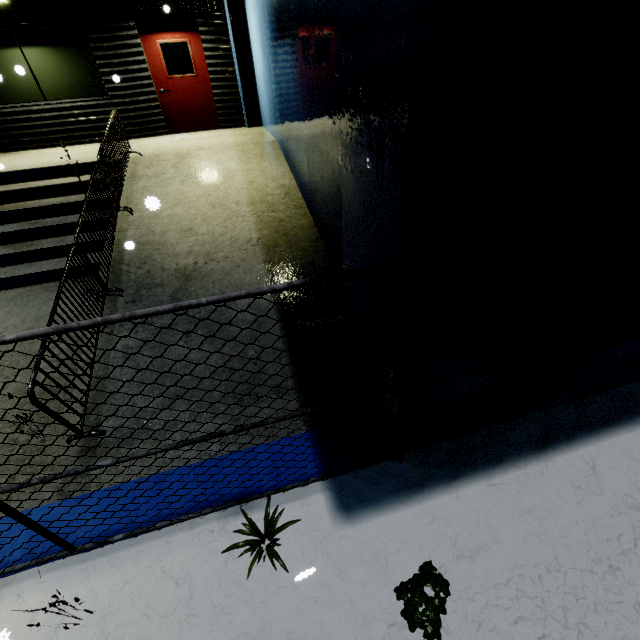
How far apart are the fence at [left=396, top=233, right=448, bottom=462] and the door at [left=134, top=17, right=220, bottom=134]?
9.7 meters

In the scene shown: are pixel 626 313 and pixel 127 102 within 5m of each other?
no

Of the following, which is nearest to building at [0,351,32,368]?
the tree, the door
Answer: the door

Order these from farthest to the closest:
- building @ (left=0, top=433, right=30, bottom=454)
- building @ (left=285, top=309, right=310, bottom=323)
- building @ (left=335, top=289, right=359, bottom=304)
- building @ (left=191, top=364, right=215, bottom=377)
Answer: building @ (left=285, top=309, right=310, bottom=323), building @ (left=191, top=364, right=215, bottom=377), building @ (left=0, top=433, right=30, bottom=454), building @ (left=335, top=289, right=359, bottom=304)

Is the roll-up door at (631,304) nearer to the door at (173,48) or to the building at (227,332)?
the building at (227,332)

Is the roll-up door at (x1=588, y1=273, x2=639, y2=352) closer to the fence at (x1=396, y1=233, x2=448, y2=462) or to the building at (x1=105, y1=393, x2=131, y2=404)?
the building at (x1=105, y1=393, x2=131, y2=404)

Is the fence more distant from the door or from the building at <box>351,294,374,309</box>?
the door

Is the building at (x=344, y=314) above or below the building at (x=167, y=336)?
above
